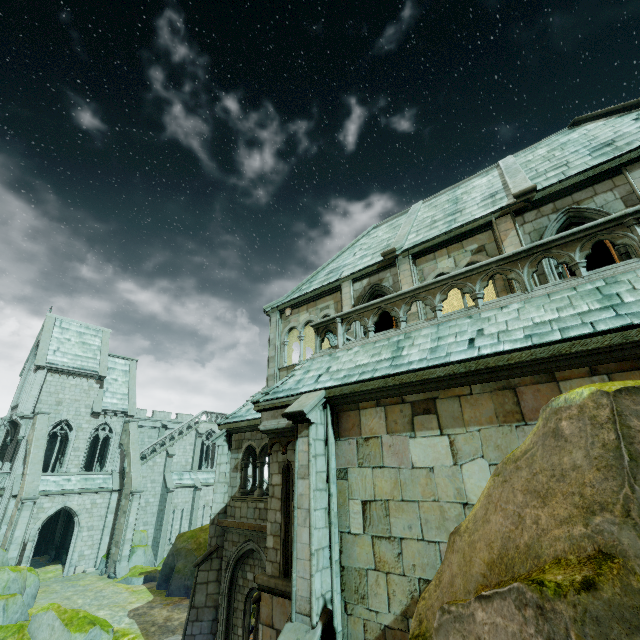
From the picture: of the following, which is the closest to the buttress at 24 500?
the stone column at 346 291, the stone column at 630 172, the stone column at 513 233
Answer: the stone column at 346 291

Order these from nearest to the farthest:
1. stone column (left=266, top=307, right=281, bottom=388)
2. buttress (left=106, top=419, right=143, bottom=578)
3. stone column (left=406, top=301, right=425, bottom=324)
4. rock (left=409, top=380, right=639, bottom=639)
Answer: rock (left=409, top=380, right=639, bottom=639), stone column (left=406, top=301, right=425, bottom=324), stone column (left=266, top=307, right=281, bottom=388), buttress (left=106, top=419, right=143, bottom=578)

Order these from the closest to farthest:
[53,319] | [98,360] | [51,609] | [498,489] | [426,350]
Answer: [498,489] < [426,350] < [51,609] < [53,319] < [98,360]

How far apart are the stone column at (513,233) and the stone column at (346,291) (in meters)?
5.18

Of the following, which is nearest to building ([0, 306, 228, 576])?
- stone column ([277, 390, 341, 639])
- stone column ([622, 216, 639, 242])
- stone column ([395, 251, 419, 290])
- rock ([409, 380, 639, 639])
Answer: stone column ([395, 251, 419, 290])

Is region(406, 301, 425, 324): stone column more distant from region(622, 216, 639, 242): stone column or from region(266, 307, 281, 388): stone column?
region(266, 307, 281, 388): stone column

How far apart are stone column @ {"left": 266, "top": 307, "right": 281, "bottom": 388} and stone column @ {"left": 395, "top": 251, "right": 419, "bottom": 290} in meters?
6.2

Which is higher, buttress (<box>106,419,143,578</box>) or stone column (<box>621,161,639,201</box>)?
stone column (<box>621,161,639,201</box>)
